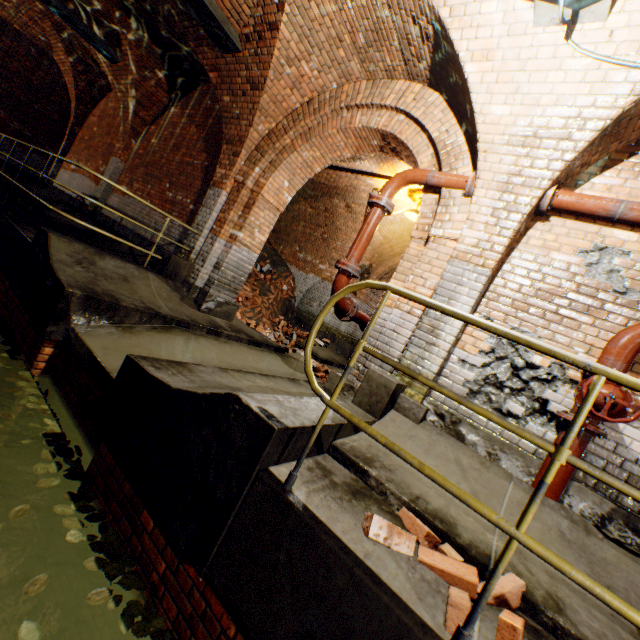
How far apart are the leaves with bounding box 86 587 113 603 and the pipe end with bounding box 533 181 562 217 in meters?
4.7

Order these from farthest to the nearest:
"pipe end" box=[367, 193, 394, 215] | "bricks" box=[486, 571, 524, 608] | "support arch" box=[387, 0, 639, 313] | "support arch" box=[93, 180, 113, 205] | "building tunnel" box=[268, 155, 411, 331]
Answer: "support arch" box=[93, 180, 113, 205] → "building tunnel" box=[268, 155, 411, 331] → "pipe end" box=[367, 193, 394, 215] → "support arch" box=[387, 0, 639, 313] → "bricks" box=[486, 571, 524, 608]

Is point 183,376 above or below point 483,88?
below

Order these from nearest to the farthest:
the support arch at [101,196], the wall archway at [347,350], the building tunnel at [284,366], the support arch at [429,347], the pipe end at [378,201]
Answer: the support arch at [429,347] → the pipe end at [378,201] → the building tunnel at [284,366] → the support arch at [101,196] → the wall archway at [347,350]

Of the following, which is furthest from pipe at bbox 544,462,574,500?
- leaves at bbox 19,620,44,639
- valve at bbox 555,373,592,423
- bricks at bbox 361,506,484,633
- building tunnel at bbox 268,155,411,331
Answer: leaves at bbox 19,620,44,639

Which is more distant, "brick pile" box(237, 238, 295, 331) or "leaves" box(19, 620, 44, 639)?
"brick pile" box(237, 238, 295, 331)

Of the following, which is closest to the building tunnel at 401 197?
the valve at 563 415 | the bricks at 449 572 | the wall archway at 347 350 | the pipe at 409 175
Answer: the wall archway at 347 350

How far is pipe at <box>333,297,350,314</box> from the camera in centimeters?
457cm
